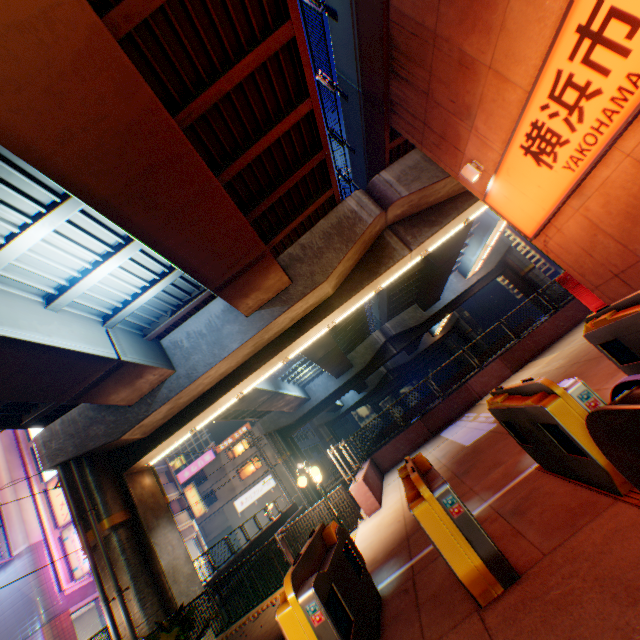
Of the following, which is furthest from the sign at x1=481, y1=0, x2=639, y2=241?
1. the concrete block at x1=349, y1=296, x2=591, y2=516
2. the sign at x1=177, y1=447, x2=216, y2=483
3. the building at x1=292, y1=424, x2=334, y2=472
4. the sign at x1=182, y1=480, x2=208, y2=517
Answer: the sign at x1=177, y1=447, x2=216, y2=483

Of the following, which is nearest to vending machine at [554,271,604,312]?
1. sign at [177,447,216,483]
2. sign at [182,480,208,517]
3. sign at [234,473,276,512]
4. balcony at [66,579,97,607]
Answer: balcony at [66,579,97,607]

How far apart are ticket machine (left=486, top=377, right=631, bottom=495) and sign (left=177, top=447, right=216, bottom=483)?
46.6 meters

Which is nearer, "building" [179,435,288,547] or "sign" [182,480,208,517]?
"sign" [182,480,208,517]

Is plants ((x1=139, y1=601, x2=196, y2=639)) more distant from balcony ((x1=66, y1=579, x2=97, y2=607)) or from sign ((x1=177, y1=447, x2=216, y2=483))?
sign ((x1=177, y1=447, x2=216, y2=483))

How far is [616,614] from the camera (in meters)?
2.17

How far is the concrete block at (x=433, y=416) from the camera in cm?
1016

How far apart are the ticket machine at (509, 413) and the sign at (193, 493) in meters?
36.5
